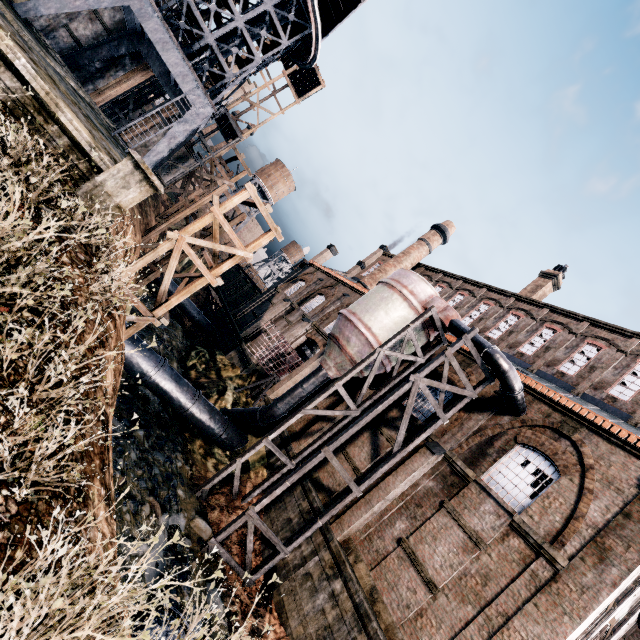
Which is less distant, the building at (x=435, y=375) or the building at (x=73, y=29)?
the building at (x=435, y=375)

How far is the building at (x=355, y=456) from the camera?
17.7m

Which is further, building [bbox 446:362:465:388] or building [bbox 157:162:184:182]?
building [bbox 157:162:184:182]

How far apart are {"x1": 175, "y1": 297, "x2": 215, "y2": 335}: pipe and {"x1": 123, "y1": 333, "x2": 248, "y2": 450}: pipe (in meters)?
18.43

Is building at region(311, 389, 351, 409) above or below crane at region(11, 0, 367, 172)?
below

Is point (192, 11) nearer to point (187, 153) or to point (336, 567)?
point (187, 153)

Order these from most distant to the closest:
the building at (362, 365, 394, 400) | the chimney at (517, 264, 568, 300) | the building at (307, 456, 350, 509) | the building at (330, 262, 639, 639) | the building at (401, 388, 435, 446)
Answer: the chimney at (517, 264, 568, 300) < the building at (362, 365, 394, 400) < the building at (401, 388, 435, 446) < the building at (307, 456, 350, 509) < the building at (330, 262, 639, 639)

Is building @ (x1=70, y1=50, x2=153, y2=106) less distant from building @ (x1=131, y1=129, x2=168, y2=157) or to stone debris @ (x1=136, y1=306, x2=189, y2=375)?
building @ (x1=131, y1=129, x2=168, y2=157)
